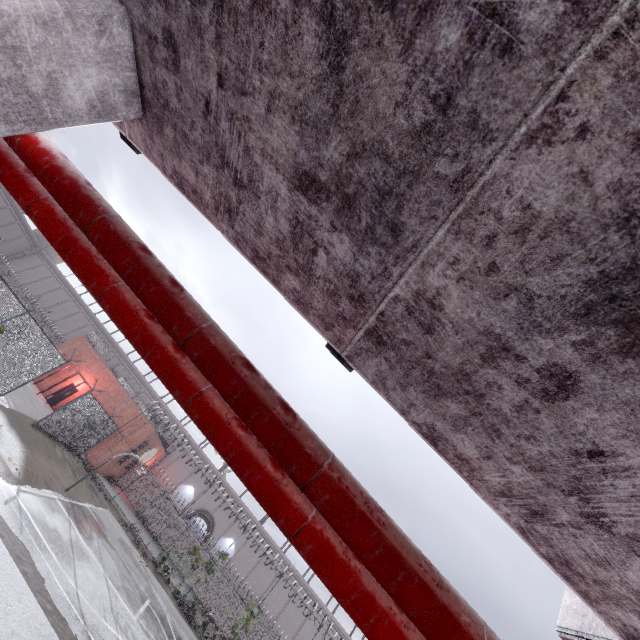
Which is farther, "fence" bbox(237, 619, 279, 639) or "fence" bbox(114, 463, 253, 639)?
"fence" bbox(114, 463, 253, 639)

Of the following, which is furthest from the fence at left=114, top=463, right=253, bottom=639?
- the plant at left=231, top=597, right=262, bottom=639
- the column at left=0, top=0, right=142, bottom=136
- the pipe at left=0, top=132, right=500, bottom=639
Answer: the column at left=0, top=0, right=142, bottom=136

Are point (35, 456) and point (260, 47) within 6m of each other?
no

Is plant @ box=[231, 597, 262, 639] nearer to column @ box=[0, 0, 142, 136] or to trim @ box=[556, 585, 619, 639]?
trim @ box=[556, 585, 619, 639]

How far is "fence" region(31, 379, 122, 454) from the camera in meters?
17.7

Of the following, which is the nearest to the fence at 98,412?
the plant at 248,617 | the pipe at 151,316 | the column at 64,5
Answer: the plant at 248,617

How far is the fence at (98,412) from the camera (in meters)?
17.66

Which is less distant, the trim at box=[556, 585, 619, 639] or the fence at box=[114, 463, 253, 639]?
the trim at box=[556, 585, 619, 639]
